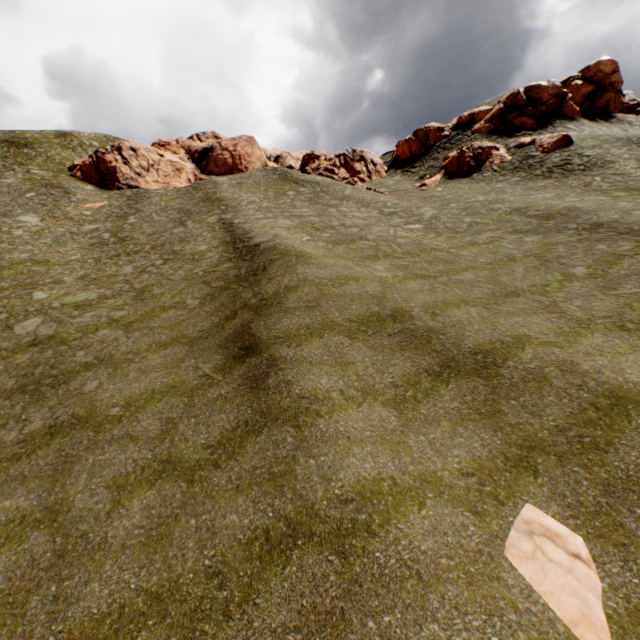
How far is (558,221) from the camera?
20.8m

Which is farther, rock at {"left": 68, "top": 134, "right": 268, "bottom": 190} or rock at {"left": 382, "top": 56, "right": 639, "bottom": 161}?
rock at {"left": 68, "top": 134, "right": 268, "bottom": 190}

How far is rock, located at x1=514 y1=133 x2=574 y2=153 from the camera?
31.36m

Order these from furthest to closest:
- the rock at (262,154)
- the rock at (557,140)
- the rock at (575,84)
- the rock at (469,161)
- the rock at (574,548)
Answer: the rock at (262,154) → the rock at (575,84) → the rock at (469,161) → the rock at (557,140) → the rock at (574,548)

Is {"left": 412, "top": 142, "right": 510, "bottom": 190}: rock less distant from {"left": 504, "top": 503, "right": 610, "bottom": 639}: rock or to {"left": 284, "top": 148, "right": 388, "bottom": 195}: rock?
{"left": 284, "top": 148, "right": 388, "bottom": 195}: rock

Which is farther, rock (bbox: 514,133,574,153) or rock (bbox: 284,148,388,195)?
rock (bbox: 284,148,388,195)

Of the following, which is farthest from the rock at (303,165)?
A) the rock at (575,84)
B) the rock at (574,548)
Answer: the rock at (574,548)
